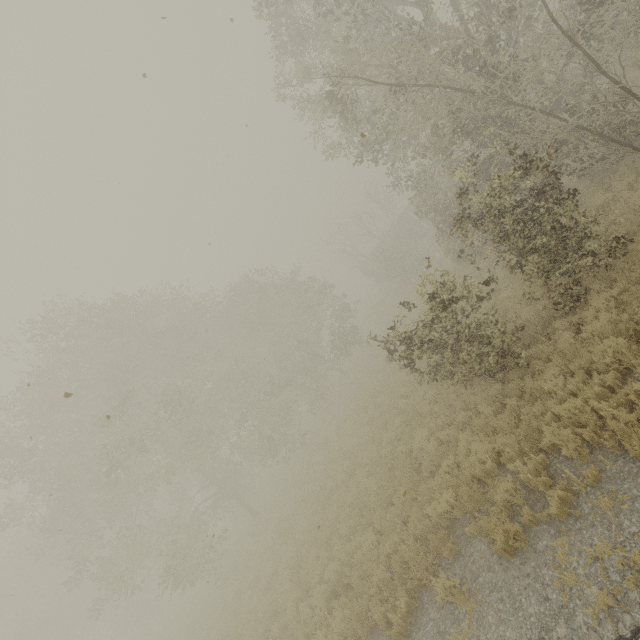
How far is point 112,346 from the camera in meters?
20.9
